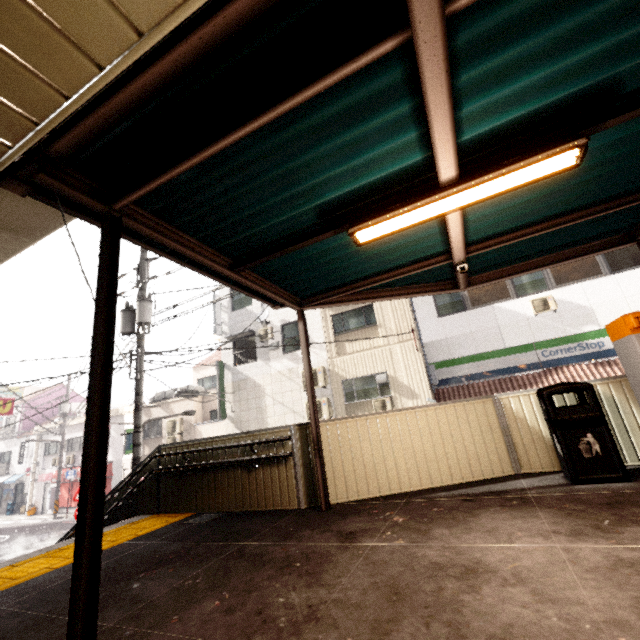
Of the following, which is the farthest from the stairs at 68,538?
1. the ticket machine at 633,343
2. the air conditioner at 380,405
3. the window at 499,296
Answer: the window at 499,296

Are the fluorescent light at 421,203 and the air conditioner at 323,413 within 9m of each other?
no

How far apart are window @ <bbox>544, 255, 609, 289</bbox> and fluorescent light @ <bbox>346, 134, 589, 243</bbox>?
11.6m

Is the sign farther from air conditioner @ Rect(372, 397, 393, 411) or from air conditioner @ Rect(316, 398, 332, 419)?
air conditioner @ Rect(316, 398, 332, 419)

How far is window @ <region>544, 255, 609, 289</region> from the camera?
11.62m

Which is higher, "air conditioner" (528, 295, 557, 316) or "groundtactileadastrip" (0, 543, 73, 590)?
"air conditioner" (528, 295, 557, 316)

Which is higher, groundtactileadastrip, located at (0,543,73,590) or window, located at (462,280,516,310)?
window, located at (462,280,516,310)

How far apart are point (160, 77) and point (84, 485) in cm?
248
